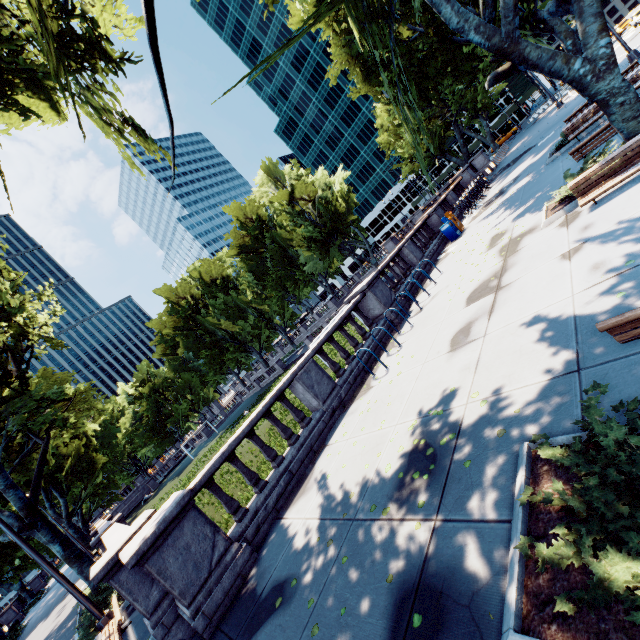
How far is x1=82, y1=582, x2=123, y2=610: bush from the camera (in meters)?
11.28

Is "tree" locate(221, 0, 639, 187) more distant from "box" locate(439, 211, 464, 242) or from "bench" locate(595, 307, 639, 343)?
"box" locate(439, 211, 464, 242)

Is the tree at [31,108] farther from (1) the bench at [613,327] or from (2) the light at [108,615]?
(2) the light at [108,615]

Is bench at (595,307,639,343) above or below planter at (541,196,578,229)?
above

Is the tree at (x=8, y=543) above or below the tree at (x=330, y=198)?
below

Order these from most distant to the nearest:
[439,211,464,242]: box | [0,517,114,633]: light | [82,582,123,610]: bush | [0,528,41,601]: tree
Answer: [0,528,41,601]: tree, [439,211,464,242]: box, [82,582,123,610]: bush, [0,517,114,633]: light

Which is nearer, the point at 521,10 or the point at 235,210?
the point at 521,10

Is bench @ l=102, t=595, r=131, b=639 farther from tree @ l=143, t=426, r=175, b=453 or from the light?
tree @ l=143, t=426, r=175, b=453
